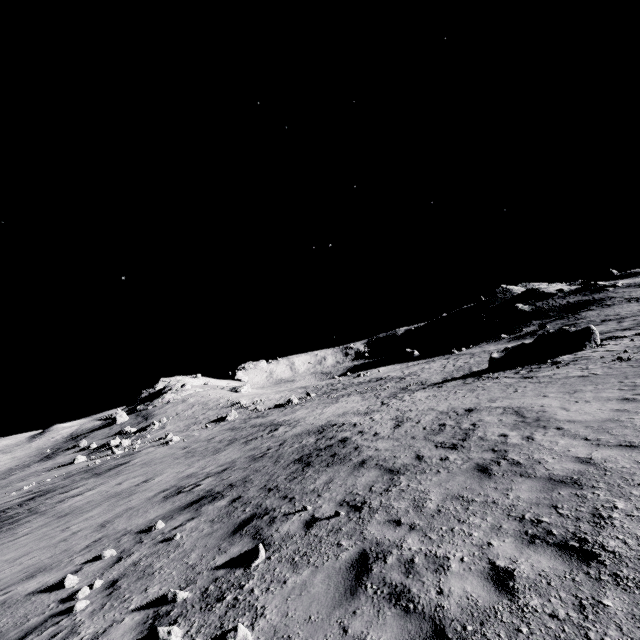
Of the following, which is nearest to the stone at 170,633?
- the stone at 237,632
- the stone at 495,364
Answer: the stone at 237,632

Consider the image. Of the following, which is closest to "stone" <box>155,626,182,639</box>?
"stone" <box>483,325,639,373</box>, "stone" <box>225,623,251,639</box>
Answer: "stone" <box>225,623,251,639</box>

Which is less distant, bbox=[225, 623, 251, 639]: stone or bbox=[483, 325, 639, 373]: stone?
bbox=[225, 623, 251, 639]: stone

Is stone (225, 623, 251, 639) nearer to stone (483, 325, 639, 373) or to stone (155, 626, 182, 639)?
stone (155, 626, 182, 639)

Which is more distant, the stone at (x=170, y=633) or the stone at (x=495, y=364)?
the stone at (x=495, y=364)

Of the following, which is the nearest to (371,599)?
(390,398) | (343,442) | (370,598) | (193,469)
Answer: (370,598)
